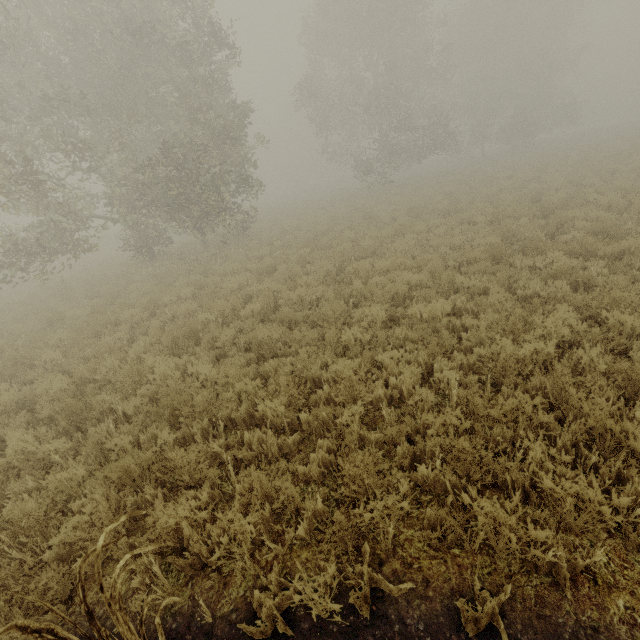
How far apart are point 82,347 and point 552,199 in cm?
1673

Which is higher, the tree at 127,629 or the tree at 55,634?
the tree at 55,634

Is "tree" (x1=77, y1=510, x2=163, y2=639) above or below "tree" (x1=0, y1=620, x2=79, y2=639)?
below
